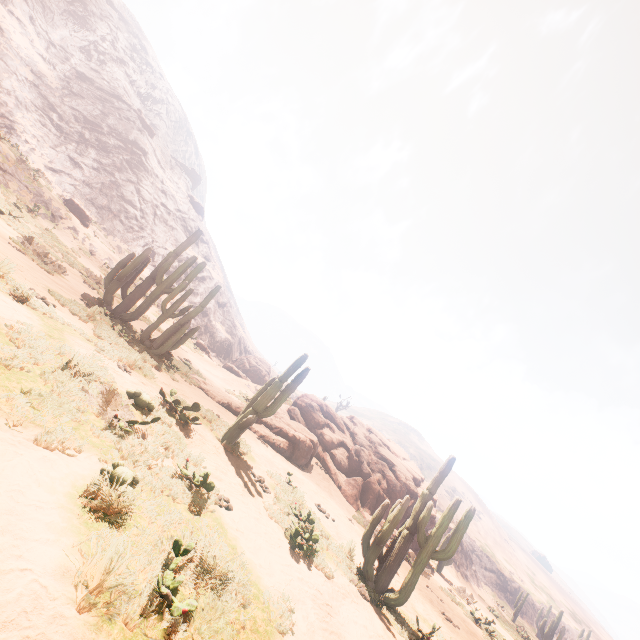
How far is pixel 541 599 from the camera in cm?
5159

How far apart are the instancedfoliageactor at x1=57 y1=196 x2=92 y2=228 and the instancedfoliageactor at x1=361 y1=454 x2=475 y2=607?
29.6 meters

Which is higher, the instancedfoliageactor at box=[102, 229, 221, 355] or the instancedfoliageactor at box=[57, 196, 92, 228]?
the instancedfoliageactor at box=[57, 196, 92, 228]

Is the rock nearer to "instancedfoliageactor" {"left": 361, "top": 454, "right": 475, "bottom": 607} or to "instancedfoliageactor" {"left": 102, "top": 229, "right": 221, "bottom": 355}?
"instancedfoliageactor" {"left": 361, "top": 454, "right": 475, "bottom": 607}

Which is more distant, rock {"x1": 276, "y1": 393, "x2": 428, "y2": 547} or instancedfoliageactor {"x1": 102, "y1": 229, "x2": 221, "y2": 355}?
rock {"x1": 276, "y1": 393, "x2": 428, "y2": 547}

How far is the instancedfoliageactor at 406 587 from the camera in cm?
758

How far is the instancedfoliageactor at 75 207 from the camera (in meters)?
25.08

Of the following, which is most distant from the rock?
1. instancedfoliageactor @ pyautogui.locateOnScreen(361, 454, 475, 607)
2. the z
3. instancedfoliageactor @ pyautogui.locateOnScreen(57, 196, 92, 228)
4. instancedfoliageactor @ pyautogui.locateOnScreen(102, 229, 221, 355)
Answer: the z
